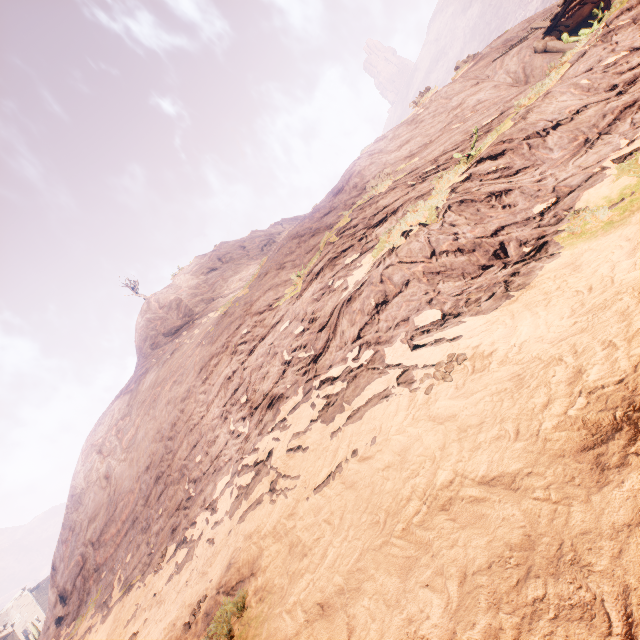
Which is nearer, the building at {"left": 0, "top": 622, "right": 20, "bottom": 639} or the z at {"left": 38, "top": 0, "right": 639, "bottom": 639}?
the z at {"left": 38, "top": 0, "right": 639, "bottom": 639}

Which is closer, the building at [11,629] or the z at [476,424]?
the z at [476,424]

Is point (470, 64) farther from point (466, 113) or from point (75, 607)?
point (75, 607)
